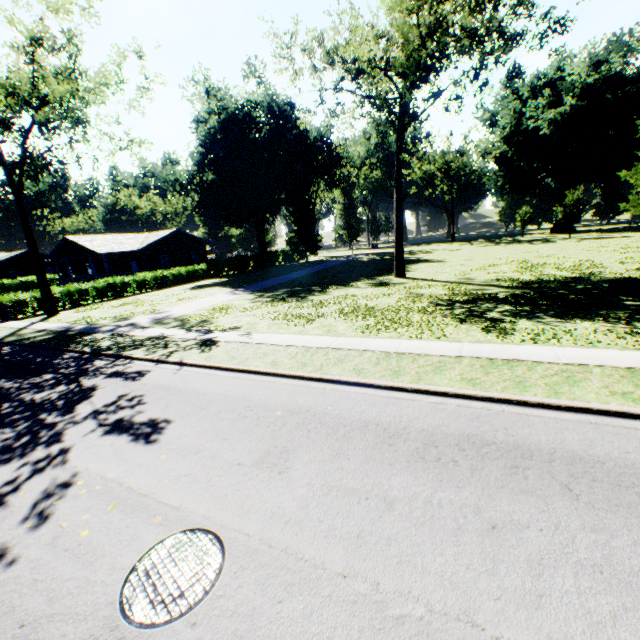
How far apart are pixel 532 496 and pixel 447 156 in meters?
64.6 m

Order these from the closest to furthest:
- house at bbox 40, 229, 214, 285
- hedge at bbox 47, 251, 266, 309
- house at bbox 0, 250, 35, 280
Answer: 1. hedge at bbox 47, 251, 266, 309
2. house at bbox 40, 229, 214, 285
3. house at bbox 0, 250, 35, 280

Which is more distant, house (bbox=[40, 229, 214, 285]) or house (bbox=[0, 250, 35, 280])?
house (bbox=[0, 250, 35, 280])

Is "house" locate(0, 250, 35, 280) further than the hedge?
Yes

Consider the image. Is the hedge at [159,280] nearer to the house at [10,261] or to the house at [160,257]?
the house at [160,257]

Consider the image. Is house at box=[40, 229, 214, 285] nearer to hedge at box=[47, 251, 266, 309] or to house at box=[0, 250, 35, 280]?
hedge at box=[47, 251, 266, 309]

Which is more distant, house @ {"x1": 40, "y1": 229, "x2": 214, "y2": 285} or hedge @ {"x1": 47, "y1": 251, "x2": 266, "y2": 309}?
house @ {"x1": 40, "y1": 229, "x2": 214, "y2": 285}
